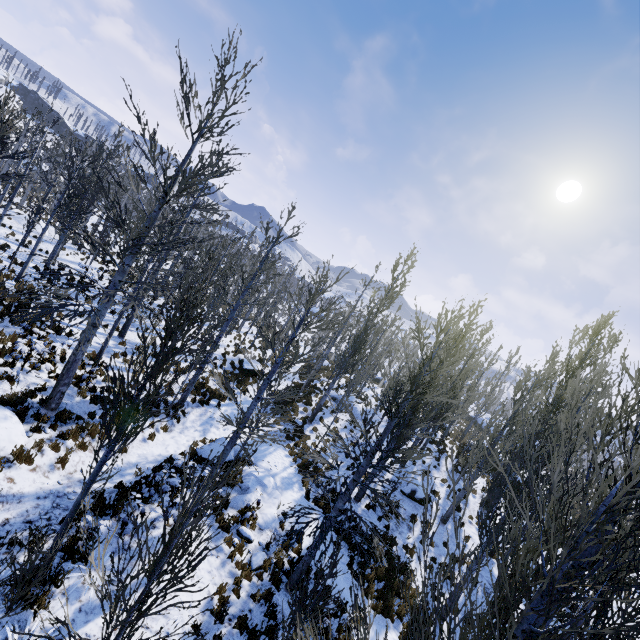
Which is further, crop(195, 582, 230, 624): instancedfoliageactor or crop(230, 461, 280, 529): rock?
crop(230, 461, 280, 529): rock

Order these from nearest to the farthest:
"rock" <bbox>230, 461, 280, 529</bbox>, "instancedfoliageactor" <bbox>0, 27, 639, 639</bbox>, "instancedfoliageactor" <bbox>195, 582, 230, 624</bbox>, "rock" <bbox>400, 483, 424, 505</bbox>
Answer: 1. "instancedfoliageactor" <bbox>0, 27, 639, 639</bbox>
2. "instancedfoliageactor" <bbox>195, 582, 230, 624</bbox>
3. "rock" <bbox>230, 461, 280, 529</bbox>
4. "rock" <bbox>400, 483, 424, 505</bbox>

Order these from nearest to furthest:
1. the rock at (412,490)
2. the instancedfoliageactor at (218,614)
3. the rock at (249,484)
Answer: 1. the instancedfoliageactor at (218,614)
2. the rock at (249,484)
3. the rock at (412,490)

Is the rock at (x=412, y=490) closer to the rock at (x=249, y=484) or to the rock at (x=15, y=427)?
the rock at (x=249, y=484)

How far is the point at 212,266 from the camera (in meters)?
20.05

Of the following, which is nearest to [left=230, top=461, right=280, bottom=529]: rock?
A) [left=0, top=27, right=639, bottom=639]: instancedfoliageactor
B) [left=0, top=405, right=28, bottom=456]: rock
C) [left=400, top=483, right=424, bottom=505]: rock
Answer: [left=0, top=27, right=639, bottom=639]: instancedfoliageactor

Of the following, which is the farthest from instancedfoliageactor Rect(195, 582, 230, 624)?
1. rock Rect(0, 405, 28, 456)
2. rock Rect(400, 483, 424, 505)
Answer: rock Rect(400, 483, 424, 505)

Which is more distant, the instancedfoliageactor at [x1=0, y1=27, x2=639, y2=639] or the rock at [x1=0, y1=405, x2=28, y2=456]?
the rock at [x1=0, y1=405, x2=28, y2=456]
